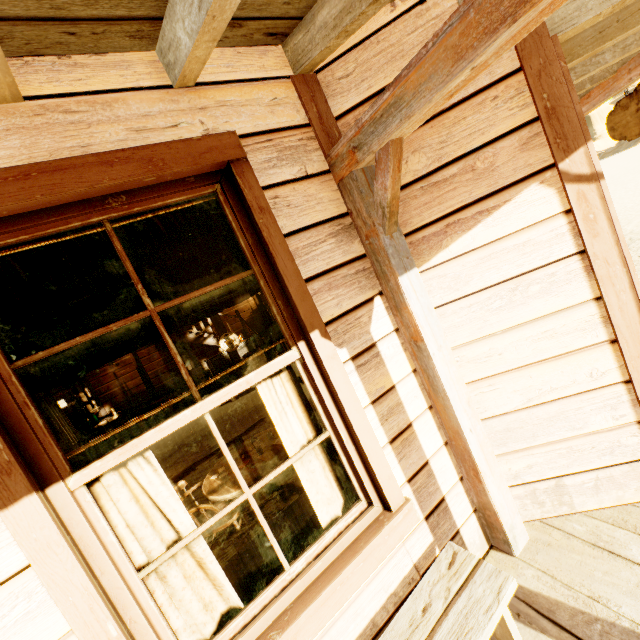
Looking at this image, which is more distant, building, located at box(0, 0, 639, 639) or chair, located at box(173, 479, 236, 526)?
chair, located at box(173, 479, 236, 526)

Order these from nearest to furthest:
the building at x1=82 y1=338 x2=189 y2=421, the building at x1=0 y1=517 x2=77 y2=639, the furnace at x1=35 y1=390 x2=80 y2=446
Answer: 1. the building at x1=0 y1=517 x2=77 y2=639
2. the furnace at x1=35 y1=390 x2=80 y2=446
3. the building at x1=82 y1=338 x2=189 y2=421

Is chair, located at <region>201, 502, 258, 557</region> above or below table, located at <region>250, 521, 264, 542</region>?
above

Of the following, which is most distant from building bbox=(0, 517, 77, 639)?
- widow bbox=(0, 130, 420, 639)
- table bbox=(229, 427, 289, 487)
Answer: table bbox=(229, 427, 289, 487)

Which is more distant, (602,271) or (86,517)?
(602,271)

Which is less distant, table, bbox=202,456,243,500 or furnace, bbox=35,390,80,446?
table, bbox=202,456,243,500

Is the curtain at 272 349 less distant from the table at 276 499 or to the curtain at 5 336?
the curtain at 5 336

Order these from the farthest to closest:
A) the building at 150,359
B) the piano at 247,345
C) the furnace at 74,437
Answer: the piano at 247,345 < the building at 150,359 < the furnace at 74,437
